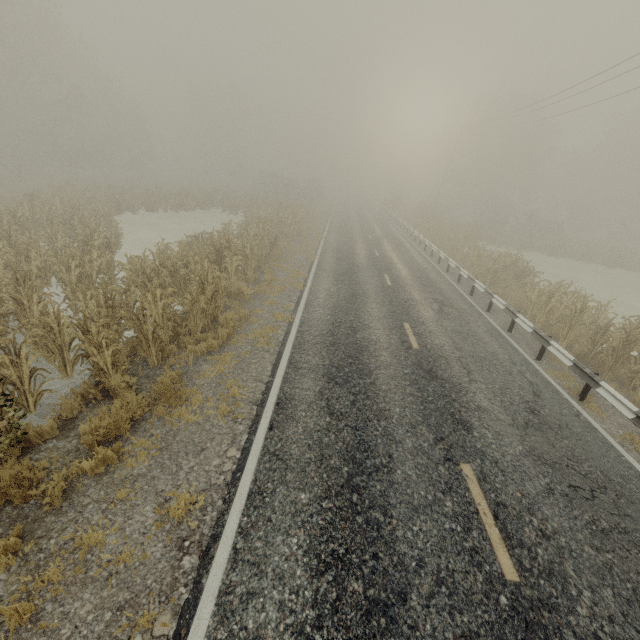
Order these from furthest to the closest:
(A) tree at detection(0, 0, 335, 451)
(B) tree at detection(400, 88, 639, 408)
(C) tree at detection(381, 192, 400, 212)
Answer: (C) tree at detection(381, 192, 400, 212) → (B) tree at detection(400, 88, 639, 408) → (A) tree at detection(0, 0, 335, 451)

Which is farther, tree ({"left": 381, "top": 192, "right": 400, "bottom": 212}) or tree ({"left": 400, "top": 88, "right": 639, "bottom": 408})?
tree ({"left": 381, "top": 192, "right": 400, "bottom": 212})

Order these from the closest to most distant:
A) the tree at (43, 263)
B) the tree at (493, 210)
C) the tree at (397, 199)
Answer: the tree at (43, 263), the tree at (493, 210), the tree at (397, 199)

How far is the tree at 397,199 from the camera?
51.83m

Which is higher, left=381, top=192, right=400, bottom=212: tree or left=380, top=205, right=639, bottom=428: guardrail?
left=381, top=192, right=400, bottom=212: tree

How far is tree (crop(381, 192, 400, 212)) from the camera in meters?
51.8 m

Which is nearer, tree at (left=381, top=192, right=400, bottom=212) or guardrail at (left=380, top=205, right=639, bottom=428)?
guardrail at (left=380, top=205, right=639, bottom=428)

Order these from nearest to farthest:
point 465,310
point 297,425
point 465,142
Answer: point 297,425 → point 465,310 → point 465,142
